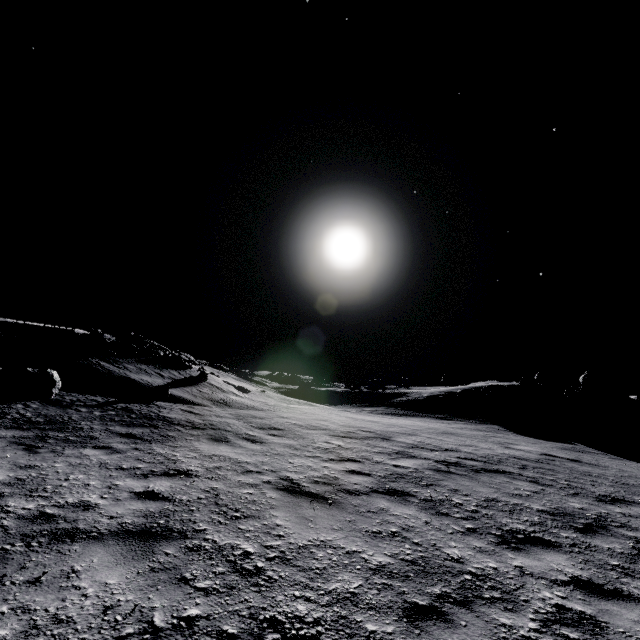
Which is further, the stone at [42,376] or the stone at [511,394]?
the stone at [511,394]

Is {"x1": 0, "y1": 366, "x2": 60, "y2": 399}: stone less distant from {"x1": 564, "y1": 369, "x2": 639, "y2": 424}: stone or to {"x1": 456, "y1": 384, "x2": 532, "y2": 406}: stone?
{"x1": 456, "y1": 384, "x2": 532, "y2": 406}: stone

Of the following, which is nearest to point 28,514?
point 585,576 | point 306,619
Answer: point 306,619

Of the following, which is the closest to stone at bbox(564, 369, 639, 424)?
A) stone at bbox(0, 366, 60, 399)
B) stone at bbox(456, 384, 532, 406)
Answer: stone at bbox(456, 384, 532, 406)

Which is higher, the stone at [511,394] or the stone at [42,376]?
the stone at [511,394]

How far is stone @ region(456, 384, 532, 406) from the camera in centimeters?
2259cm

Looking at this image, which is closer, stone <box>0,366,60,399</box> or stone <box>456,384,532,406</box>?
stone <box>0,366,60,399</box>

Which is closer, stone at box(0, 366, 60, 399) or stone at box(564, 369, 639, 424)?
stone at box(0, 366, 60, 399)
